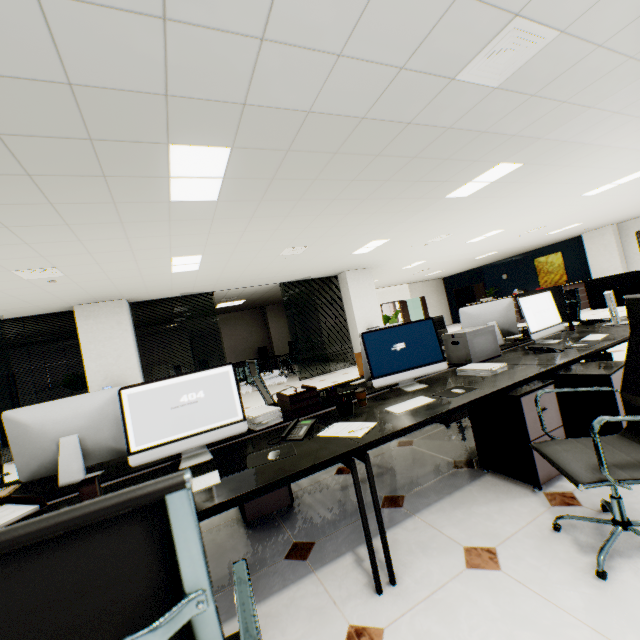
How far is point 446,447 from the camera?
3.1m

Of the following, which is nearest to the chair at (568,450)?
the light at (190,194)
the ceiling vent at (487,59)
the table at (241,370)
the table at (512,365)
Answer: the table at (512,365)

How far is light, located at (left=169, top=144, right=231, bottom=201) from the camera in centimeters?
264cm

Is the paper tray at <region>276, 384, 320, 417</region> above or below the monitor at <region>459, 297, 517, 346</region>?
below

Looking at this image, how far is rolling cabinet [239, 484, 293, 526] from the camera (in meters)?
2.42

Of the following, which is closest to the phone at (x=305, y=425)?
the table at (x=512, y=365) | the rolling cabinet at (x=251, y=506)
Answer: the table at (x=512, y=365)

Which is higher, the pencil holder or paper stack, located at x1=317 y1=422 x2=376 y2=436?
the pencil holder

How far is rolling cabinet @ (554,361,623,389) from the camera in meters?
2.2
